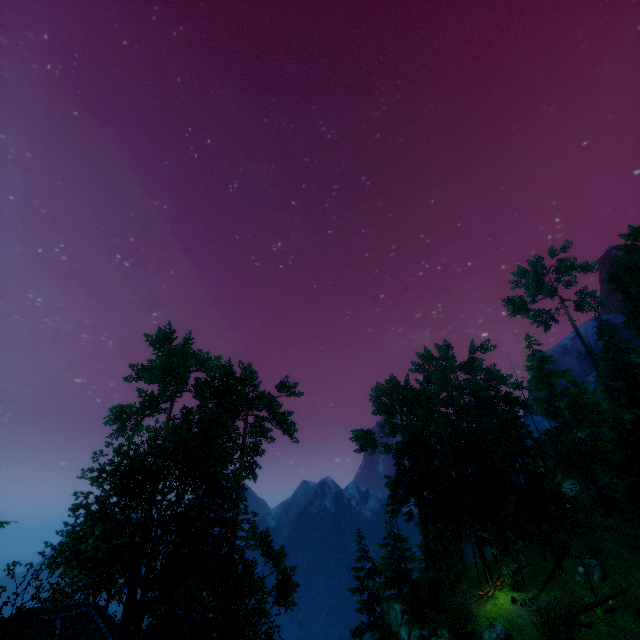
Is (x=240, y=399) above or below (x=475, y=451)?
above

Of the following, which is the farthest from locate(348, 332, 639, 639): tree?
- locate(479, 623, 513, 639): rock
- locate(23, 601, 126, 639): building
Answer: locate(479, 623, 513, 639): rock

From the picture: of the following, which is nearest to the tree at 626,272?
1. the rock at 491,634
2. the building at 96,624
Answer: the building at 96,624

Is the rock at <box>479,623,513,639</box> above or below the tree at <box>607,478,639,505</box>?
below

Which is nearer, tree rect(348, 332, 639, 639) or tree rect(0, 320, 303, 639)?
tree rect(0, 320, 303, 639)

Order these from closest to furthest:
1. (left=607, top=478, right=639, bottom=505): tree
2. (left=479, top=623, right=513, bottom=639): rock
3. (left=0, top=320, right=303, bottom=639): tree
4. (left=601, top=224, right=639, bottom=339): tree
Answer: (left=0, top=320, right=303, bottom=639): tree, (left=479, top=623, right=513, bottom=639): rock, (left=607, top=478, right=639, bottom=505): tree, (left=601, top=224, right=639, bottom=339): tree

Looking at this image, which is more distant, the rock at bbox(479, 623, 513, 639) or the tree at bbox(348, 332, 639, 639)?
the tree at bbox(348, 332, 639, 639)
